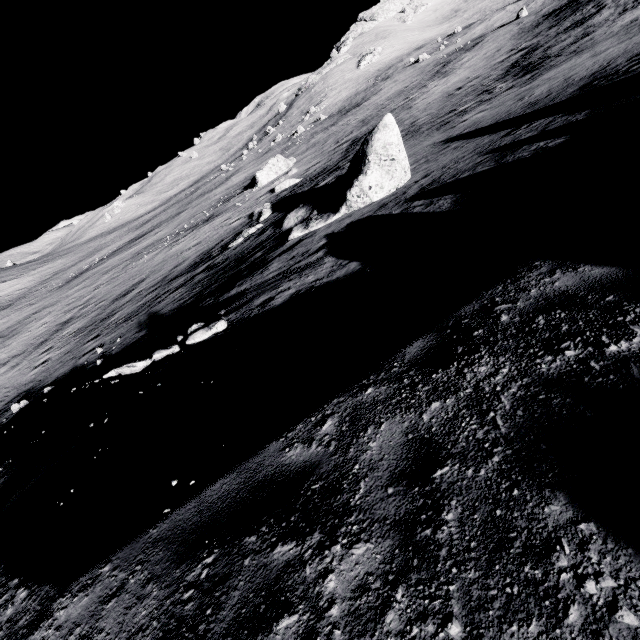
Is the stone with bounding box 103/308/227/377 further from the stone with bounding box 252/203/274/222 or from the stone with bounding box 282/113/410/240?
the stone with bounding box 252/203/274/222

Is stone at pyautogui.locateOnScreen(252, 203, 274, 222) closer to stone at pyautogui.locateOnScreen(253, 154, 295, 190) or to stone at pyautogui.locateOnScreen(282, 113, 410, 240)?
stone at pyautogui.locateOnScreen(282, 113, 410, 240)

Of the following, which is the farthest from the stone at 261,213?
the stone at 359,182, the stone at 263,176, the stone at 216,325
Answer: the stone at 216,325

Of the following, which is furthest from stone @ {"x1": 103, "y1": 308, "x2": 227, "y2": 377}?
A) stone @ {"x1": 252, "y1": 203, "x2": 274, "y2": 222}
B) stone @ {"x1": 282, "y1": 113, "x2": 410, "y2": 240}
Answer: stone @ {"x1": 252, "y1": 203, "x2": 274, "y2": 222}

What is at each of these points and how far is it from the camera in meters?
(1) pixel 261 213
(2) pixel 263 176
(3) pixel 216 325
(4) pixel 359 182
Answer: (1) stone, 26.7 m
(2) stone, 40.9 m
(3) stone, 9.0 m
(4) stone, 14.0 m

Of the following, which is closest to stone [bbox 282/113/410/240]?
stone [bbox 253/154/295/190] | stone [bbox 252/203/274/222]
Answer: stone [bbox 252/203/274/222]

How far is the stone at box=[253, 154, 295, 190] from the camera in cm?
4081
